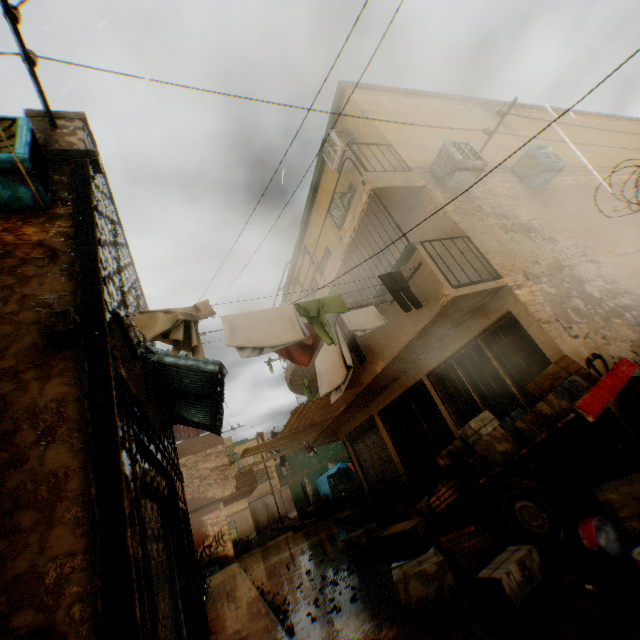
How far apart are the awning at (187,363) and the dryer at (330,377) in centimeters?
157cm

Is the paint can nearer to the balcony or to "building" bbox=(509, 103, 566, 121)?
"building" bbox=(509, 103, 566, 121)

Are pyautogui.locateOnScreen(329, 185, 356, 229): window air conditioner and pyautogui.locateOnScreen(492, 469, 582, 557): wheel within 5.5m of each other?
no

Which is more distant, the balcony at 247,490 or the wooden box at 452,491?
the balcony at 247,490

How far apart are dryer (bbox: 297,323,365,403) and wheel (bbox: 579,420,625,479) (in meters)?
3.54

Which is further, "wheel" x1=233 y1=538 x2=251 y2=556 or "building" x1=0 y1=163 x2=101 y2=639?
"wheel" x1=233 y1=538 x2=251 y2=556

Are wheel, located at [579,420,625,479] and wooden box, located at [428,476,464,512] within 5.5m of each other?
yes

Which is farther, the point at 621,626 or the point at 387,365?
the point at 387,365
